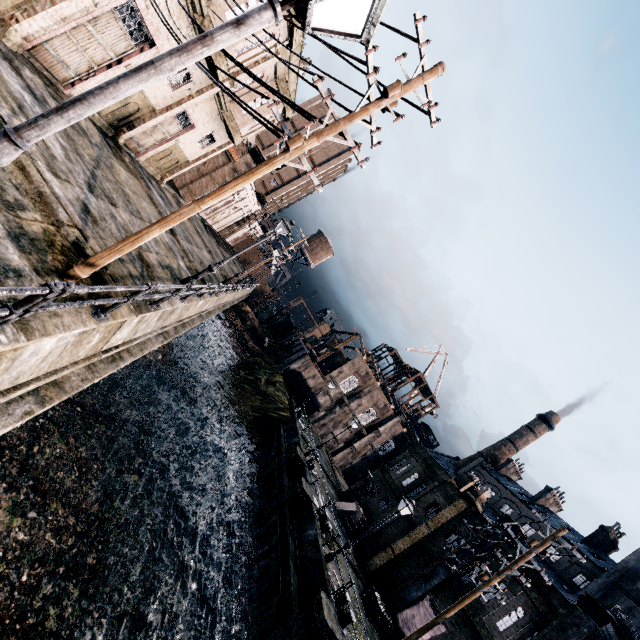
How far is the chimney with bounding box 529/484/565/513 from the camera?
55.81m

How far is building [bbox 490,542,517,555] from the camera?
21.04m

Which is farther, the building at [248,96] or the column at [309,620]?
the building at [248,96]

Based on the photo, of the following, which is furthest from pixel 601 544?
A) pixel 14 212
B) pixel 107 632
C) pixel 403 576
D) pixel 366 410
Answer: pixel 14 212

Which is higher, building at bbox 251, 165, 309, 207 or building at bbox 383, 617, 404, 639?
building at bbox 251, 165, 309, 207

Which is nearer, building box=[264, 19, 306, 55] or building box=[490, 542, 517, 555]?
building box=[264, 19, 306, 55]

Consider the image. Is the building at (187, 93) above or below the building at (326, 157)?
below

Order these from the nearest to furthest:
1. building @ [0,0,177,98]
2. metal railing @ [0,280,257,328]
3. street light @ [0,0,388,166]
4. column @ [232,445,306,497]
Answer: street light @ [0,0,388,166]
metal railing @ [0,280,257,328]
building @ [0,0,177,98]
column @ [232,445,306,497]
